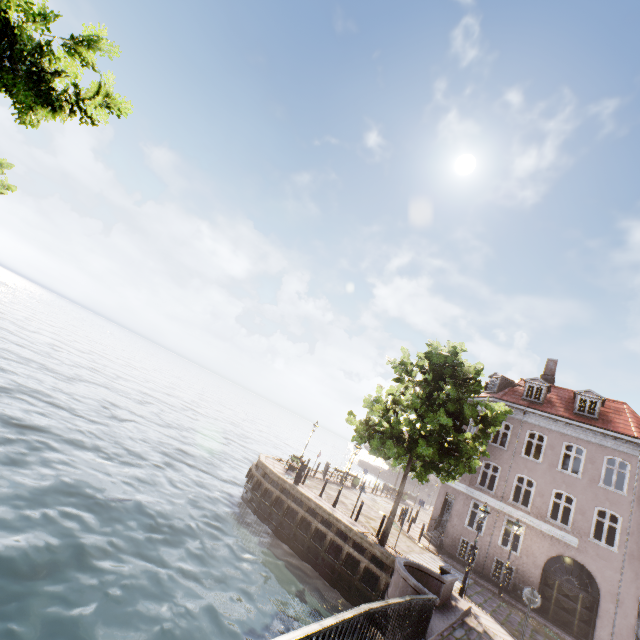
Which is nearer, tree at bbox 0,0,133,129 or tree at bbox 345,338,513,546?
tree at bbox 0,0,133,129

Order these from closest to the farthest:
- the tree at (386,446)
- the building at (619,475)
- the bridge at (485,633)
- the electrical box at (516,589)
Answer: the bridge at (485,633), the tree at (386,446), the building at (619,475), the electrical box at (516,589)

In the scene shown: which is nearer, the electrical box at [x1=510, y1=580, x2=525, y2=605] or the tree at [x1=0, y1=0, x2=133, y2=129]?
the tree at [x1=0, y1=0, x2=133, y2=129]

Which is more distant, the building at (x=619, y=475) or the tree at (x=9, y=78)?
the building at (x=619, y=475)

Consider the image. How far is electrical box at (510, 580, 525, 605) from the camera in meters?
17.8 m

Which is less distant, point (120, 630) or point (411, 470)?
point (120, 630)

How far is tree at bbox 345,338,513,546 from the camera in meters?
14.5

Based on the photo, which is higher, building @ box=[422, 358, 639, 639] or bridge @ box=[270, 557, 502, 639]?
building @ box=[422, 358, 639, 639]
